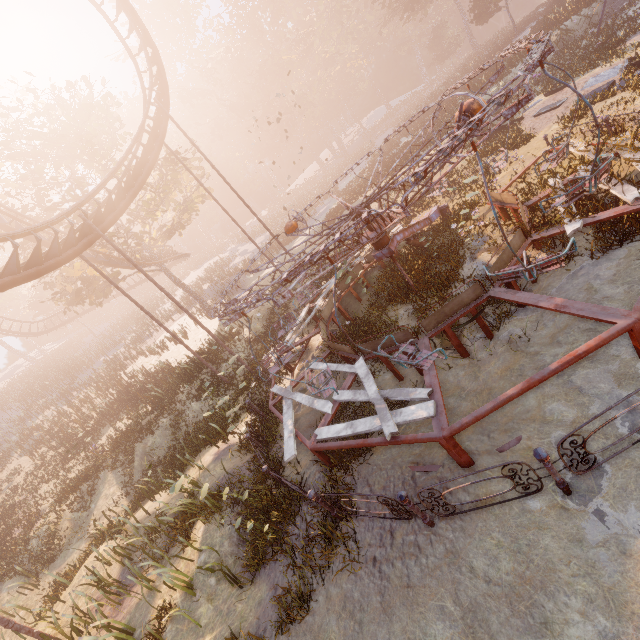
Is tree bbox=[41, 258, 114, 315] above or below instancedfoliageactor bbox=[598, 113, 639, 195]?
above

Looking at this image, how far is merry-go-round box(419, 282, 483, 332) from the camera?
6.95m

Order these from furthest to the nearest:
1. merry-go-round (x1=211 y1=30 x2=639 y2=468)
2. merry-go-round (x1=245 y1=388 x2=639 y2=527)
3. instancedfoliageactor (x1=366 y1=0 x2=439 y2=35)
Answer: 1. instancedfoliageactor (x1=366 y1=0 x2=439 y2=35)
2. merry-go-round (x1=211 y1=30 x2=639 y2=468)
3. merry-go-round (x1=245 y1=388 x2=639 y2=527)

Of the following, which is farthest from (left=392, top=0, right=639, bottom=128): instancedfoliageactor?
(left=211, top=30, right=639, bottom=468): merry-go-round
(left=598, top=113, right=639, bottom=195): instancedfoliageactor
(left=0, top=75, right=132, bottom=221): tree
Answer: (left=598, top=113, right=639, bottom=195): instancedfoliageactor

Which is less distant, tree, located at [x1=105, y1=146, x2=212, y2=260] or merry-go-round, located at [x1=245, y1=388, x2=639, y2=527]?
merry-go-round, located at [x1=245, y1=388, x2=639, y2=527]

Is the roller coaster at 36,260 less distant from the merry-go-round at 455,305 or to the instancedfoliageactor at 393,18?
the merry-go-round at 455,305

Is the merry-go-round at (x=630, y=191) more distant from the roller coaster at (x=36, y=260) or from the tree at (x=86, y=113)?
the tree at (x=86, y=113)

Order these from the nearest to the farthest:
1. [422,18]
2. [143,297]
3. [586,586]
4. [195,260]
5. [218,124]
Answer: [586,586] → [422,18] → [218,124] → [195,260] → [143,297]
